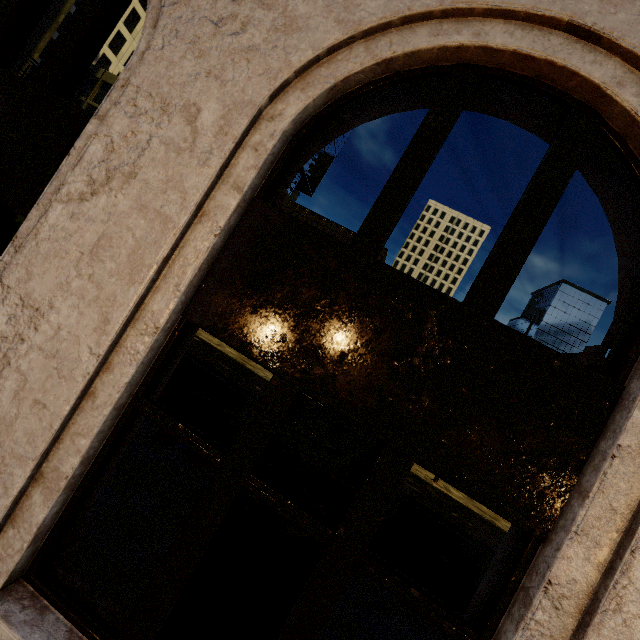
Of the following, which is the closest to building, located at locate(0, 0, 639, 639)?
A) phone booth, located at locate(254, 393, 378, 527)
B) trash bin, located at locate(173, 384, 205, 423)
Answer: phone booth, located at locate(254, 393, 378, 527)

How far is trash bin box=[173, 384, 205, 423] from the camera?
7.1m

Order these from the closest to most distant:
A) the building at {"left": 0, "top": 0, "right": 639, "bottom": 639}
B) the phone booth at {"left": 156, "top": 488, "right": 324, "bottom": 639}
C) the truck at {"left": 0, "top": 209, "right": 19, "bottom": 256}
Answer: the building at {"left": 0, "top": 0, "right": 639, "bottom": 639} → the phone booth at {"left": 156, "top": 488, "right": 324, "bottom": 639} → the truck at {"left": 0, "top": 209, "right": 19, "bottom": 256}

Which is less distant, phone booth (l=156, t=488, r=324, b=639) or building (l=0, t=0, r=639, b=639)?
building (l=0, t=0, r=639, b=639)

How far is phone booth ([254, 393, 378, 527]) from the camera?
2.4 meters

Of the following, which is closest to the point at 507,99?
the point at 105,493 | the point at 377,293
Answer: the point at 377,293

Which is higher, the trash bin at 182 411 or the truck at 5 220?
the truck at 5 220

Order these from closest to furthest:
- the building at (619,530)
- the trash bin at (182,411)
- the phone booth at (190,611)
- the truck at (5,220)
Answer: the building at (619,530)
the phone booth at (190,611)
the trash bin at (182,411)
the truck at (5,220)
